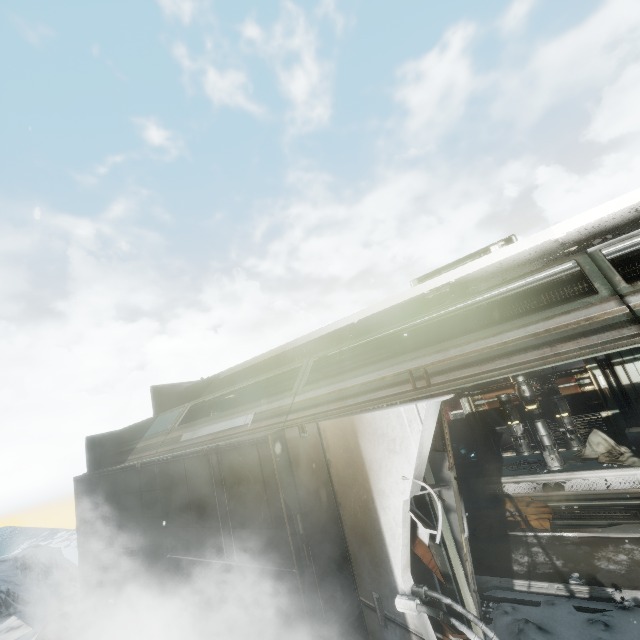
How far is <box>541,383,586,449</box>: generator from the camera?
7.5m

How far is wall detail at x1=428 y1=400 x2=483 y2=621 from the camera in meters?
2.8 m

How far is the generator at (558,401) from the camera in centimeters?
747cm

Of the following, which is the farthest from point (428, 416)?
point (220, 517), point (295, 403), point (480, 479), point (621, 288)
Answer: point (480, 479)

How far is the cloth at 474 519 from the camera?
6.2m

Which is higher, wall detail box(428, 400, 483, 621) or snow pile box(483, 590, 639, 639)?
wall detail box(428, 400, 483, 621)

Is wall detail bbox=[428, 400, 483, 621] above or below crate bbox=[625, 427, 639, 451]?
above

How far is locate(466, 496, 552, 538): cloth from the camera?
6.24m
